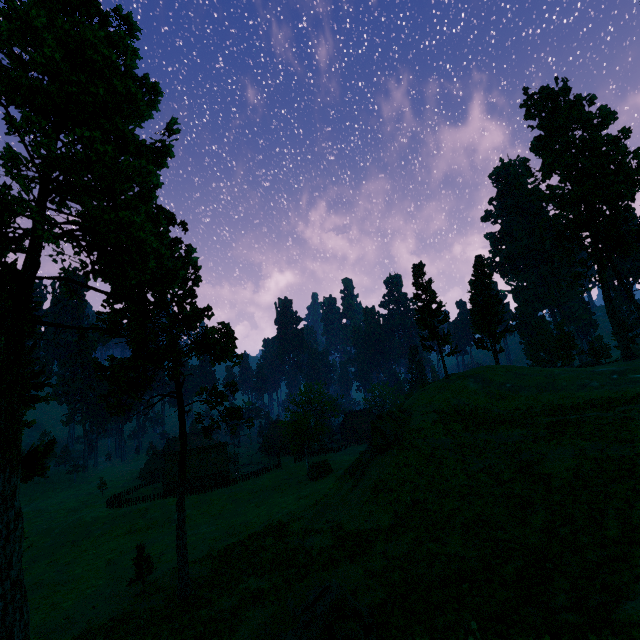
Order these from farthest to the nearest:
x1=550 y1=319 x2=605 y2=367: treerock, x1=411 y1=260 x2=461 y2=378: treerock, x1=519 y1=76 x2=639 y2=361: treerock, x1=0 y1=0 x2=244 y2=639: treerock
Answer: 1. x1=550 y1=319 x2=605 y2=367: treerock
2. x1=411 y1=260 x2=461 y2=378: treerock
3. x1=519 y1=76 x2=639 y2=361: treerock
4. x1=0 y1=0 x2=244 y2=639: treerock

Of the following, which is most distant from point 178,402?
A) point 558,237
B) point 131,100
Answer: point 558,237

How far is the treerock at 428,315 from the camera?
42.3m

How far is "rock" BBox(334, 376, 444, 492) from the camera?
28.59m

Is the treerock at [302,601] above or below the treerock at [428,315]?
below

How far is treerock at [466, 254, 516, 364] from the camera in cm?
4531

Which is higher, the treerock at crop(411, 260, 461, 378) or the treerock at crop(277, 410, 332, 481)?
the treerock at crop(411, 260, 461, 378)
